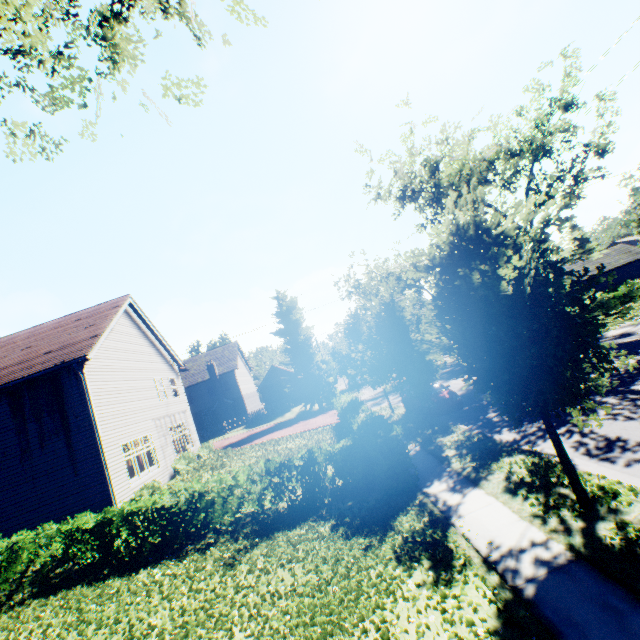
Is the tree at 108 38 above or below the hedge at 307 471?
above

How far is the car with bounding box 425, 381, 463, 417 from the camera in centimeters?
1491cm

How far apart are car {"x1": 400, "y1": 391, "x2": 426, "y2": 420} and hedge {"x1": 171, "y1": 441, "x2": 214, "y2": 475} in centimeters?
1311cm

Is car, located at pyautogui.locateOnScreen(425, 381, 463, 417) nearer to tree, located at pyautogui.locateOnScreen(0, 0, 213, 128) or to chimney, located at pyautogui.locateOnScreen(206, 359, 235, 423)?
tree, located at pyautogui.locateOnScreen(0, 0, 213, 128)

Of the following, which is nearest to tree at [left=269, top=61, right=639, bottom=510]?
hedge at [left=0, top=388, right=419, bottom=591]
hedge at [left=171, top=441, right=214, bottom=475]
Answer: hedge at [left=0, top=388, right=419, bottom=591]

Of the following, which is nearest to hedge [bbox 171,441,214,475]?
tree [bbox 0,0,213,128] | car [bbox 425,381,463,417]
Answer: tree [bbox 0,0,213,128]

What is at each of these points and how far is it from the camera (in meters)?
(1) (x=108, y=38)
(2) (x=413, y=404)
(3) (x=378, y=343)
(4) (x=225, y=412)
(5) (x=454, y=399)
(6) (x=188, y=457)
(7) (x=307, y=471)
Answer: (1) tree, 6.81
(2) car, 16.81
(3) tree, 13.45
(4) chimney, 40.47
(5) car, 15.16
(6) hedge, 19.47
(7) hedge, 10.27

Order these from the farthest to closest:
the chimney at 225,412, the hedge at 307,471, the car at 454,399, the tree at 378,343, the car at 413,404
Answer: the chimney at 225,412 → the car at 413,404 → the car at 454,399 → the hedge at 307,471 → the tree at 378,343
